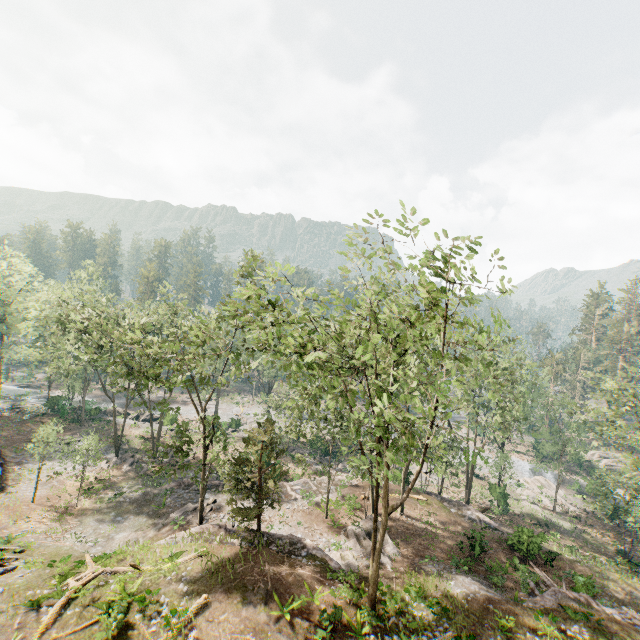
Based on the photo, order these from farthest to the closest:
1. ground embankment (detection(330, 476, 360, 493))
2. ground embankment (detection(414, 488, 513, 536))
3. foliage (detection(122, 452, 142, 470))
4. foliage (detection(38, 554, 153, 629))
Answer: foliage (detection(122, 452, 142, 470)) < ground embankment (detection(330, 476, 360, 493)) < ground embankment (detection(414, 488, 513, 536)) < foliage (detection(38, 554, 153, 629))

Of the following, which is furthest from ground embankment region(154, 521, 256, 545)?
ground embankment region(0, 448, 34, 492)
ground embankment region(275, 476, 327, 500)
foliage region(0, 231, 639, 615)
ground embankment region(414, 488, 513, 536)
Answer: ground embankment region(0, 448, 34, 492)

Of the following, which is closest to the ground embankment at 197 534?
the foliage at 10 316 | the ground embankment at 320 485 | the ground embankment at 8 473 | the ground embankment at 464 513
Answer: the foliage at 10 316

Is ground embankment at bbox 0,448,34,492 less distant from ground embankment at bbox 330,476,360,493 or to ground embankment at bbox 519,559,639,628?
ground embankment at bbox 330,476,360,493

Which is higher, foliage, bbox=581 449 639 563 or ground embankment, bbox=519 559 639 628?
ground embankment, bbox=519 559 639 628

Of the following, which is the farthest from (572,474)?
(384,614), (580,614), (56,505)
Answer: (56,505)

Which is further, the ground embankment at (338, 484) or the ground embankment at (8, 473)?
the ground embankment at (338, 484)
